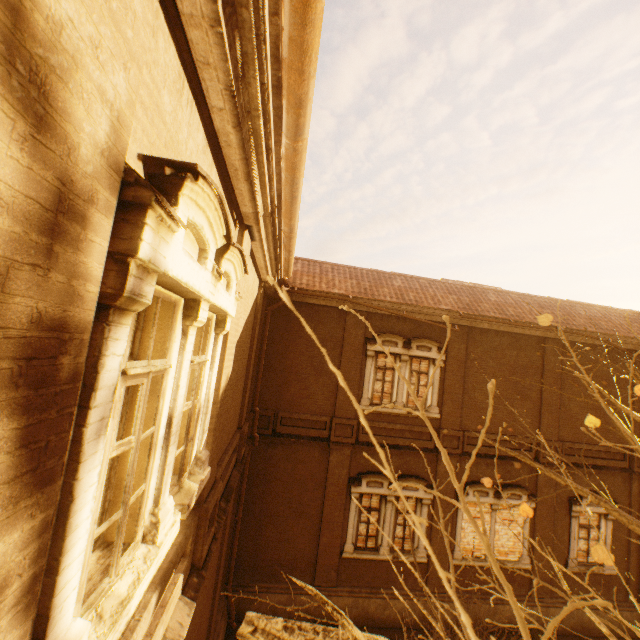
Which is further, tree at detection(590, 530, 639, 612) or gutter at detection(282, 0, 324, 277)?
gutter at detection(282, 0, 324, 277)

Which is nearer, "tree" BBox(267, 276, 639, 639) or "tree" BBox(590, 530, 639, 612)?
"tree" BBox(267, 276, 639, 639)

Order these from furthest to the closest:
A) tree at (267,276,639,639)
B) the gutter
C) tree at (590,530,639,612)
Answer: the gutter → tree at (590,530,639,612) → tree at (267,276,639,639)

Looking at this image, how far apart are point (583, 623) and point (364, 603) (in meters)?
8.16

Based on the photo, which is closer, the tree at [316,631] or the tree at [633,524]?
the tree at [633,524]

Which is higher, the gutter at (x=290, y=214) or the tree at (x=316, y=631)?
the gutter at (x=290, y=214)

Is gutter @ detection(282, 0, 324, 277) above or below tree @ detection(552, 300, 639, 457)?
above
